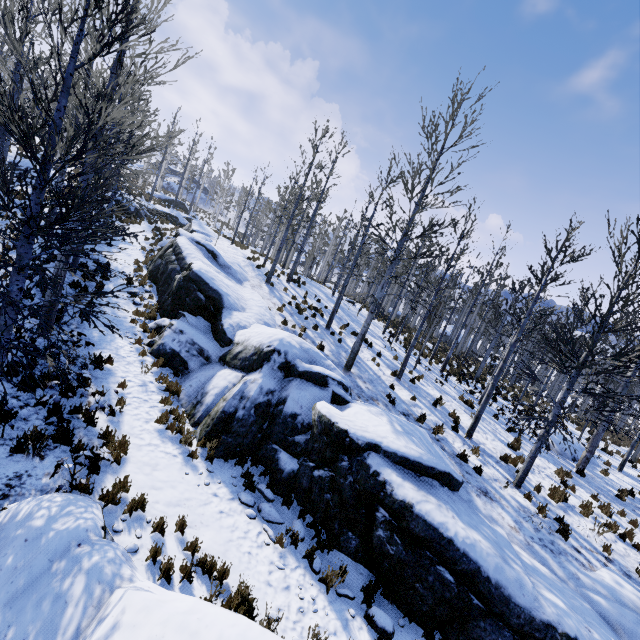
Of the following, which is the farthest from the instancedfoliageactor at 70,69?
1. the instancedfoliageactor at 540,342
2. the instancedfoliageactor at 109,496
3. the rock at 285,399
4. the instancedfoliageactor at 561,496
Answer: the instancedfoliageactor at 540,342

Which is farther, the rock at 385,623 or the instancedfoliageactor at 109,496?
the rock at 385,623

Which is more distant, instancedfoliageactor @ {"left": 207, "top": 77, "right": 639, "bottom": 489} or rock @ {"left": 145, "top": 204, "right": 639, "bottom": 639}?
instancedfoliageactor @ {"left": 207, "top": 77, "right": 639, "bottom": 489}

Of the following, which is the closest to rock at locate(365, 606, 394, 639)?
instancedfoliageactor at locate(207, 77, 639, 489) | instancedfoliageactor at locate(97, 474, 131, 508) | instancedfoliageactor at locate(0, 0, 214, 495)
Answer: instancedfoliageactor at locate(97, 474, 131, 508)

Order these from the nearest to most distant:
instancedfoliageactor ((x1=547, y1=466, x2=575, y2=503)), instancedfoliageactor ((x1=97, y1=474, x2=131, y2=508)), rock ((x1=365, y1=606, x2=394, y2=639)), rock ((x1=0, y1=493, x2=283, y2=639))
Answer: rock ((x1=0, y1=493, x2=283, y2=639)), instancedfoliageactor ((x1=97, y1=474, x2=131, y2=508)), rock ((x1=365, y1=606, x2=394, y2=639)), instancedfoliageactor ((x1=547, y1=466, x2=575, y2=503))

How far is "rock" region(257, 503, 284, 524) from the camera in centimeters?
734cm

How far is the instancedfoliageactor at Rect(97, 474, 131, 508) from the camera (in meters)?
5.64

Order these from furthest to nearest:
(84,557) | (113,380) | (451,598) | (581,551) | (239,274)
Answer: (239,274)
(113,380)
(581,551)
(451,598)
(84,557)
